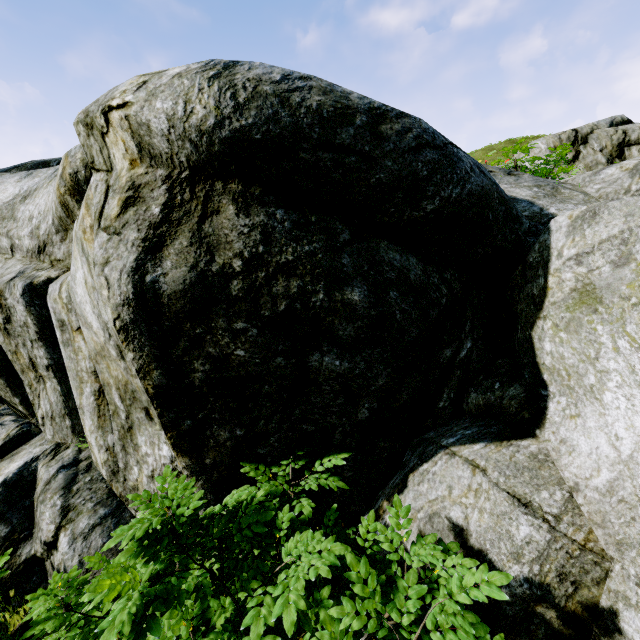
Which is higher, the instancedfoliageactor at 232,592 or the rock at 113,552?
the instancedfoliageactor at 232,592

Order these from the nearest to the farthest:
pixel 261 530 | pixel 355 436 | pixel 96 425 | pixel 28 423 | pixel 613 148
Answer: pixel 261 530 → pixel 355 436 → pixel 96 425 → pixel 28 423 → pixel 613 148

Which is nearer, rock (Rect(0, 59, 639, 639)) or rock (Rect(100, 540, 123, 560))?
rock (Rect(0, 59, 639, 639))

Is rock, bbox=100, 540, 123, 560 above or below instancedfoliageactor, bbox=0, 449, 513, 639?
below

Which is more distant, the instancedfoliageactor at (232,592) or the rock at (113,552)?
the rock at (113,552)

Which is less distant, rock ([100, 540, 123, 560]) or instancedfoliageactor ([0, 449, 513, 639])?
instancedfoliageactor ([0, 449, 513, 639])

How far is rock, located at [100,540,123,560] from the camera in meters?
3.2 m

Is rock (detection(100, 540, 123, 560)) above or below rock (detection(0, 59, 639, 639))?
below
